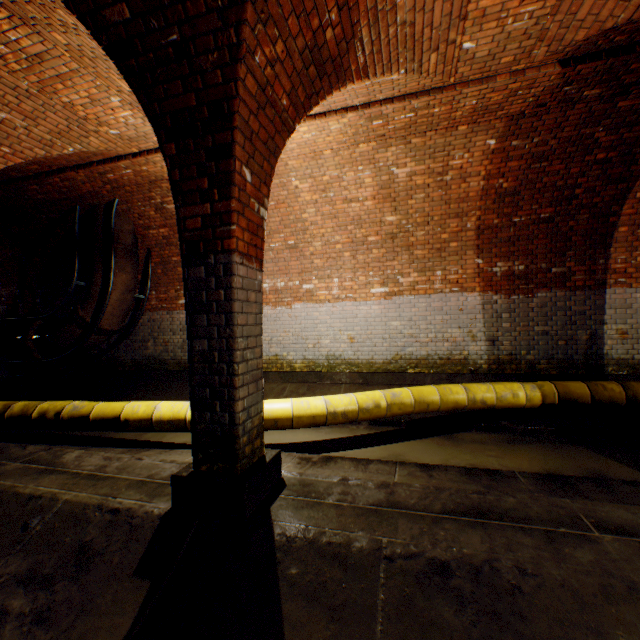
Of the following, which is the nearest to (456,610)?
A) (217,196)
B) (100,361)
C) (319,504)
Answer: (319,504)

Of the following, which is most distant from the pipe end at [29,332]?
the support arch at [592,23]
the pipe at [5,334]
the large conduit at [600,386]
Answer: the support arch at [592,23]

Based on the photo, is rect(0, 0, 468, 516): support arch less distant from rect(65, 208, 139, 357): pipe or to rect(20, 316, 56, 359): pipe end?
rect(65, 208, 139, 357): pipe

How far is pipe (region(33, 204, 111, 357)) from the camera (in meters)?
7.38

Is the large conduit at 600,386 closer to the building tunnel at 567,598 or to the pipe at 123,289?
the building tunnel at 567,598

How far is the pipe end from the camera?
7.82m

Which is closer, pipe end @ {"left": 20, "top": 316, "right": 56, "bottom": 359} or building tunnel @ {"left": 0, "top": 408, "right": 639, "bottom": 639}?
building tunnel @ {"left": 0, "top": 408, "right": 639, "bottom": 639}
